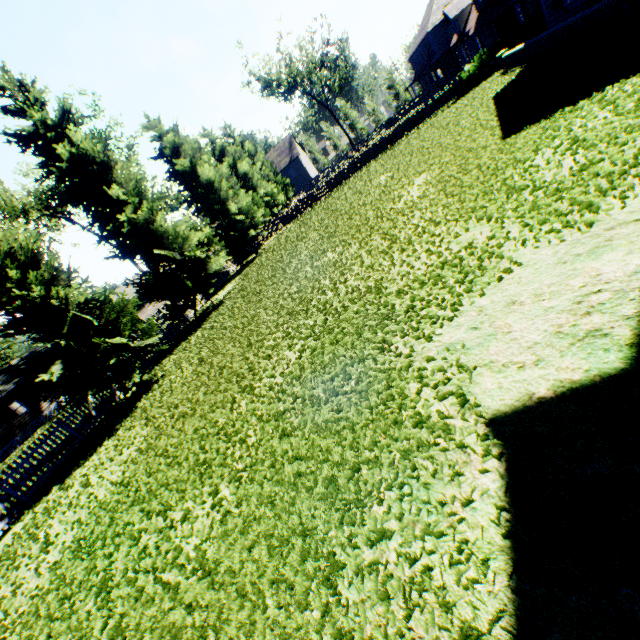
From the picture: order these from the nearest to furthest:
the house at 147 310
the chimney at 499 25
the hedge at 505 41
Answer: the hedge at 505 41
the chimney at 499 25
the house at 147 310

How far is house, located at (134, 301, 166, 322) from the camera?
42.3m

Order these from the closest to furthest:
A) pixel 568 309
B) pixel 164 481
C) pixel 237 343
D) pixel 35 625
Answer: pixel 568 309
pixel 35 625
pixel 164 481
pixel 237 343

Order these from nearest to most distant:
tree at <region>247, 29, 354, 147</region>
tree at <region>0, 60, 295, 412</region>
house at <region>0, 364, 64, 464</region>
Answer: tree at <region>0, 60, 295, 412</region>
house at <region>0, 364, 64, 464</region>
tree at <region>247, 29, 354, 147</region>

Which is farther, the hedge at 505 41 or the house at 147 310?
the house at 147 310

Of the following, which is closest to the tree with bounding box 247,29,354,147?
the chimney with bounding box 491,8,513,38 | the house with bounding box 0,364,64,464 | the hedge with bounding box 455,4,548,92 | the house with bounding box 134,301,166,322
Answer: the house with bounding box 134,301,166,322

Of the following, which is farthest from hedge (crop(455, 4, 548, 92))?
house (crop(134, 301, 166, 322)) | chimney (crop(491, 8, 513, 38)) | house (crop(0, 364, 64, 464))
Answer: house (crop(0, 364, 64, 464))
